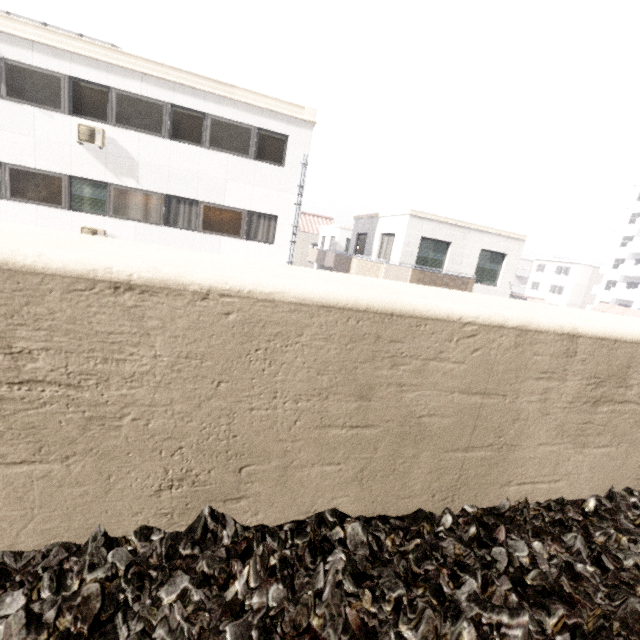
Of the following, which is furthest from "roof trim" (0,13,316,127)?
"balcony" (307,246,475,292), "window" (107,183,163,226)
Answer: "balcony" (307,246,475,292)

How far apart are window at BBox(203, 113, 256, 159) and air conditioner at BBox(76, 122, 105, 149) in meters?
3.0 m

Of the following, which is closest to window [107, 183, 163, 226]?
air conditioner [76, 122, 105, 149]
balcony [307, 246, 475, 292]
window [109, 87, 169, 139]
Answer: Answer: air conditioner [76, 122, 105, 149]

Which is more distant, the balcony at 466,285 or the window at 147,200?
the balcony at 466,285

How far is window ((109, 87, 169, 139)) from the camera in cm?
1071

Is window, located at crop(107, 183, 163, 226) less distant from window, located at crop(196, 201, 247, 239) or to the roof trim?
window, located at crop(196, 201, 247, 239)

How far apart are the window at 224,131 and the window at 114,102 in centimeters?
106cm

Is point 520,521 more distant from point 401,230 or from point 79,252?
point 401,230
